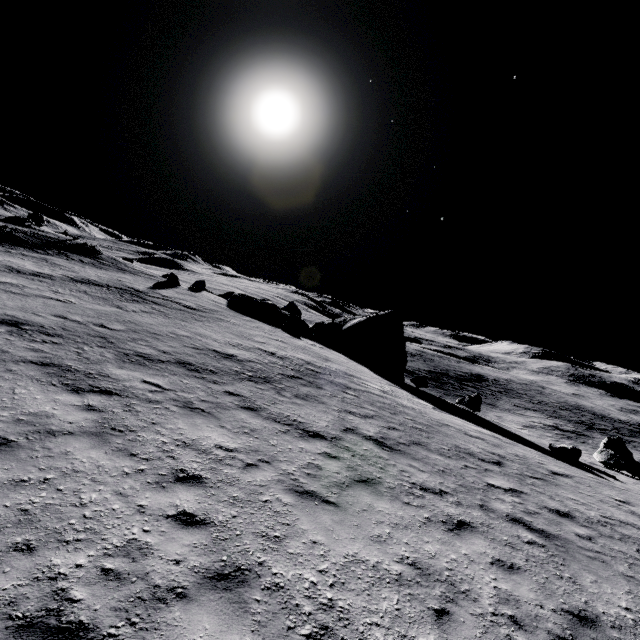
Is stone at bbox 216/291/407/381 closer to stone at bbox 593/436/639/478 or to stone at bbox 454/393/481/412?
stone at bbox 454/393/481/412

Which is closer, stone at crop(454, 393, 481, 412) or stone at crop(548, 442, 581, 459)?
stone at crop(548, 442, 581, 459)

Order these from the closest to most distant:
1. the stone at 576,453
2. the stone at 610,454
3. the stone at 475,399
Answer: the stone at 576,453
the stone at 610,454
the stone at 475,399

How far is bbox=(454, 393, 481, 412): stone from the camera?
25.8 meters

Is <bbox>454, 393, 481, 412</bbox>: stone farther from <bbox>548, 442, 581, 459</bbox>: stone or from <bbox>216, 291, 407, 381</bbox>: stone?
<bbox>548, 442, 581, 459</bbox>: stone

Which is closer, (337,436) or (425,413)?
(337,436)

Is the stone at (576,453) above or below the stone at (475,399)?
above

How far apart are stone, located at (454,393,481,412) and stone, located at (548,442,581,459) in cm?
871
